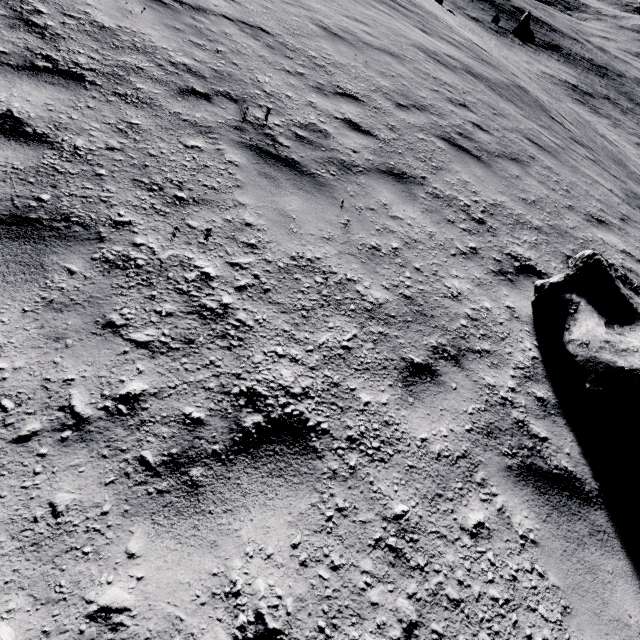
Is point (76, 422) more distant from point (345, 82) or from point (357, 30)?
point (357, 30)

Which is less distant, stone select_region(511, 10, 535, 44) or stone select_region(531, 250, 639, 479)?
stone select_region(531, 250, 639, 479)

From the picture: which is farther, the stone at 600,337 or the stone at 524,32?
the stone at 524,32

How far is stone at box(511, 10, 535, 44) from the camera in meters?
33.5

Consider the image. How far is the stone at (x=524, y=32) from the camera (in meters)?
33.47

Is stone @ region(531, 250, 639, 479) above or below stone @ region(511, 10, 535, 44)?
above
